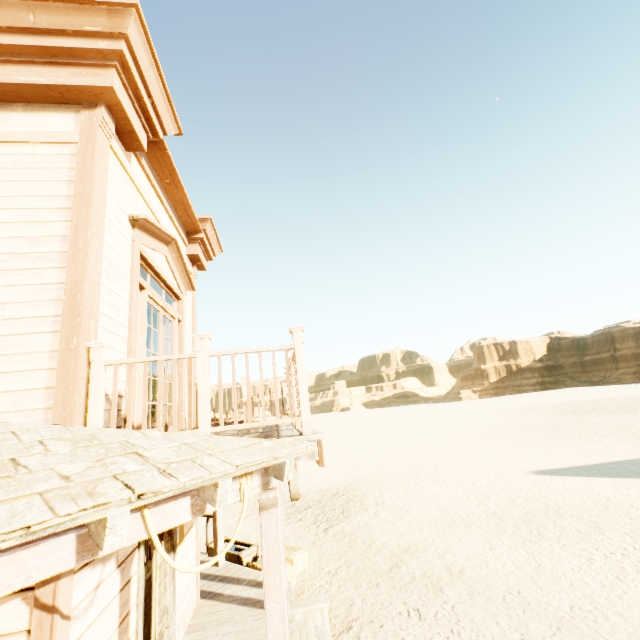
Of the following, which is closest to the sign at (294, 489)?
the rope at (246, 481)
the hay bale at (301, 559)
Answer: the rope at (246, 481)

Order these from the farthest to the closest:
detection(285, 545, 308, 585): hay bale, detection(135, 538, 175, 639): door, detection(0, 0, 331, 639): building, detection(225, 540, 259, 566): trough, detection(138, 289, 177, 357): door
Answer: detection(225, 540, 259, 566): trough
detection(285, 545, 308, 585): hay bale
detection(138, 289, 177, 357): door
detection(135, 538, 175, 639): door
detection(0, 0, 331, 639): building

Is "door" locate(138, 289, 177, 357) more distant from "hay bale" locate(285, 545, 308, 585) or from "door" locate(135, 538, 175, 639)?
"hay bale" locate(285, 545, 308, 585)

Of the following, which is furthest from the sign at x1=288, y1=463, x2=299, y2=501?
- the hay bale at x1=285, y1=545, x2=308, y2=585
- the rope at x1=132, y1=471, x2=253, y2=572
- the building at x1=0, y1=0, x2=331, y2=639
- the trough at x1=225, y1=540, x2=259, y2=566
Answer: the trough at x1=225, y1=540, x2=259, y2=566

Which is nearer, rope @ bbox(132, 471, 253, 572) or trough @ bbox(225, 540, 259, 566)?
rope @ bbox(132, 471, 253, 572)

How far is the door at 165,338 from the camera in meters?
4.4

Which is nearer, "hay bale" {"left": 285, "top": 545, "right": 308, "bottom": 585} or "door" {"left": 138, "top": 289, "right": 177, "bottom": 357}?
"door" {"left": 138, "top": 289, "right": 177, "bottom": 357}

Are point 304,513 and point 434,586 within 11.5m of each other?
yes
